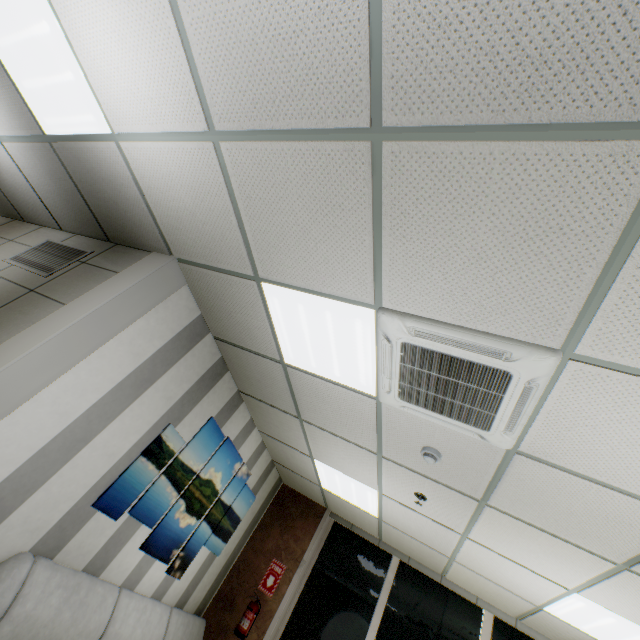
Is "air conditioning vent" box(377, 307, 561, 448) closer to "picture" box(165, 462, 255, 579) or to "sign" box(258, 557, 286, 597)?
"picture" box(165, 462, 255, 579)

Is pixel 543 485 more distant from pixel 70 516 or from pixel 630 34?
pixel 70 516

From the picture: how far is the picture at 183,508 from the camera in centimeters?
366cm

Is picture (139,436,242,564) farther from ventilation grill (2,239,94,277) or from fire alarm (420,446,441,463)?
fire alarm (420,446,441,463)

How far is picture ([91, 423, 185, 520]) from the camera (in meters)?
2.97

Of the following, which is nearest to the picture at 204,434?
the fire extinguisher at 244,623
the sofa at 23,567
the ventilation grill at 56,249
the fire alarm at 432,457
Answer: the sofa at 23,567

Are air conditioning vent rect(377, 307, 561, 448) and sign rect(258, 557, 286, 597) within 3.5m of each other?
no

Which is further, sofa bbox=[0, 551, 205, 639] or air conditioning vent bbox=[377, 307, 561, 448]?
sofa bbox=[0, 551, 205, 639]
